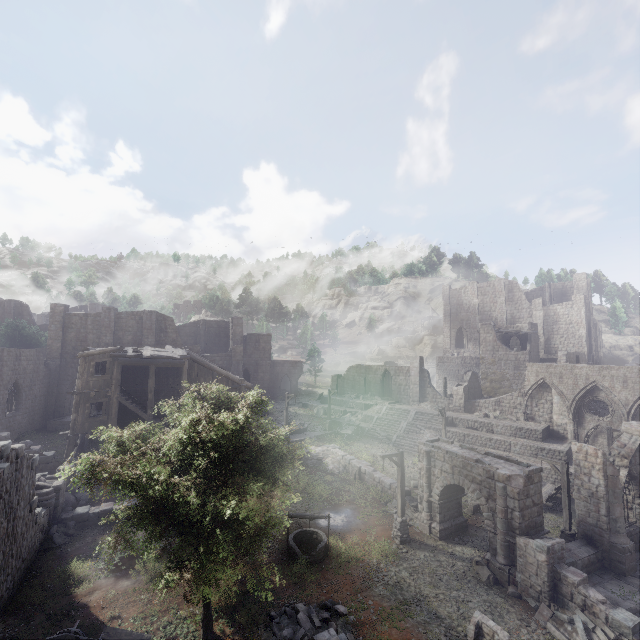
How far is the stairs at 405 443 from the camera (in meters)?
32.50

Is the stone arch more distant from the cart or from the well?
the cart

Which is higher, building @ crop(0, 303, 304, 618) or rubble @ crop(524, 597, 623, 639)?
building @ crop(0, 303, 304, 618)

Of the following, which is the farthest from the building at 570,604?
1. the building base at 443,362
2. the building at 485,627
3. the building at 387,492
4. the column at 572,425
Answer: the building at 387,492

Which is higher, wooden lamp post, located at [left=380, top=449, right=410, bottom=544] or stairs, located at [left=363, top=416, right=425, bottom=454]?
stairs, located at [left=363, top=416, right=425, bottom=454]

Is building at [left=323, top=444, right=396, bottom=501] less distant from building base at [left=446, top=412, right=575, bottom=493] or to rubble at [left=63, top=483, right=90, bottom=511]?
building base at [left=446, top=412, right=575, bottom=493]

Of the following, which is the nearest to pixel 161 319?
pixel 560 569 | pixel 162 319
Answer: pixel 162 319

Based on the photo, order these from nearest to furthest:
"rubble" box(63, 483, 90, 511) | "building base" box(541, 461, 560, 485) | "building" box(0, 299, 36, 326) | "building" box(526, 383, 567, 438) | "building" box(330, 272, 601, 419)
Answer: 1. "rubble" box(63, 483, 90, 511)
2. "building base" box(541, 461, 560, 485)
3. "building" box(526, 383, 567, 438)
4. "building" box(330, 272, 601, 419)
5. "building" box(0, 299, 36, 326)
